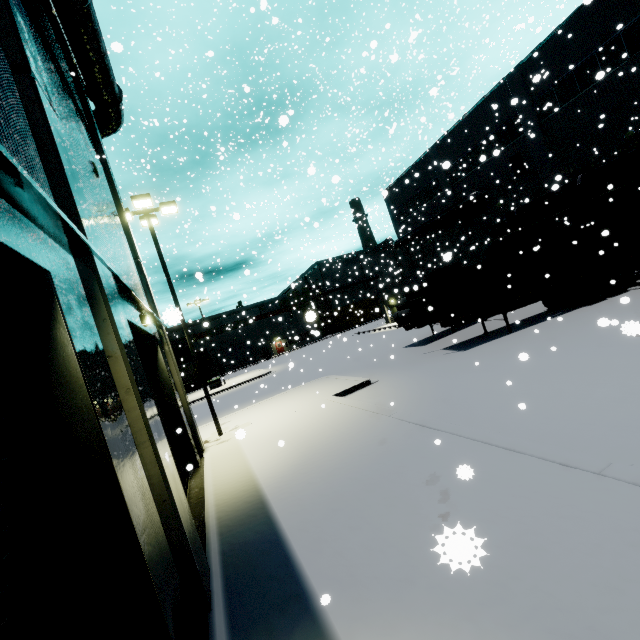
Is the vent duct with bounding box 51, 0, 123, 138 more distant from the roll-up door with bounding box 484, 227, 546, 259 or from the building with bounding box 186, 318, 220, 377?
the roll-up door with bounding box 484, 227, 546, 259

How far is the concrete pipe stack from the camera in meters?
20.1 m

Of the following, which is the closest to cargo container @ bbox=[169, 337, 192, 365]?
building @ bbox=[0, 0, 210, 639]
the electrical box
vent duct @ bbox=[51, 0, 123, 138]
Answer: building @ bbox=[0, 0, 210, 639]

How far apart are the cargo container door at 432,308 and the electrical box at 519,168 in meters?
13.7

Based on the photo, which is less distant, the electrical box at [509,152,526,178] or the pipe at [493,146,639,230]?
the pipe at [493,146,639,230]

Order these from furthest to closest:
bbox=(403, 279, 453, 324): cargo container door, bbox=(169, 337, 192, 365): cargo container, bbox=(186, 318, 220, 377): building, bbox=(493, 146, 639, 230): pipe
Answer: bbox=(186, 318, 220, 377): building, bbox=(169, 337, 192, 365): cargo container, bbox=(493, 146, 639, 230): pipe, bbox=(403, 279, 453, 324): cargo container door

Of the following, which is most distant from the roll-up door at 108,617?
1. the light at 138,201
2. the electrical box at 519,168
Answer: the electrical box at 519,168

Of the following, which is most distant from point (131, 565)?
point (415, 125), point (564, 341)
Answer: point (415, 125)
